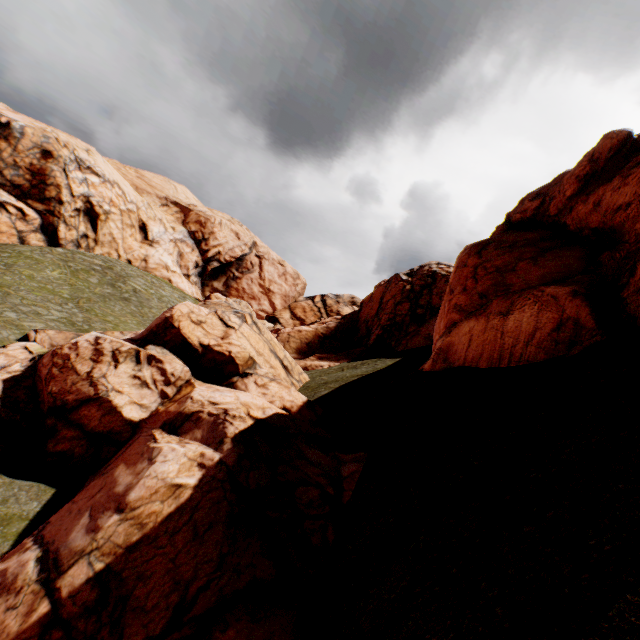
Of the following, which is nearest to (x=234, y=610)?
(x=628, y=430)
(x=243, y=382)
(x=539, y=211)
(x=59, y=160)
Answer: (x=628, y=430)
